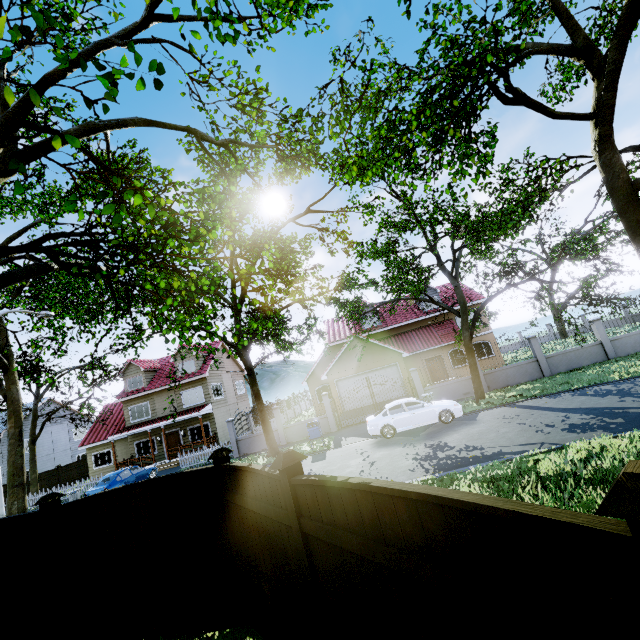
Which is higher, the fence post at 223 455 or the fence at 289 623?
the fence post at 223 455

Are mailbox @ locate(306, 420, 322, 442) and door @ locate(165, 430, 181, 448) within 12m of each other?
no

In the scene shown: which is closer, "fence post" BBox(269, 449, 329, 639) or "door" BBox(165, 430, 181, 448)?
"fence post" BBox(269, 449, 329, 639)

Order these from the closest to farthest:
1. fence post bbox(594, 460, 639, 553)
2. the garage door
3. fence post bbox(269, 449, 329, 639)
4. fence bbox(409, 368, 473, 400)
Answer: fence post bbox(594, 460, 639, 553), fence post bbox(269, 449, 329, 639), fence bbox(409, 368, 473, 400), the garage door

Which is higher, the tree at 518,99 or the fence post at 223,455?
the tree at 518,99

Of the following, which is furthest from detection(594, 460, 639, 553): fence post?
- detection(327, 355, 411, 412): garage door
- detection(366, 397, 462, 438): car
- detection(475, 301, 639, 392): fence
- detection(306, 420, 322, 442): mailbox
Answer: detection(327, 355, 411, 412): garage door

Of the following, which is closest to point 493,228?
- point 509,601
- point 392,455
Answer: point 392,455

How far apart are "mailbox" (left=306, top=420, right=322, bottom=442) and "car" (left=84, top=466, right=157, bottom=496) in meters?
11.6 m
